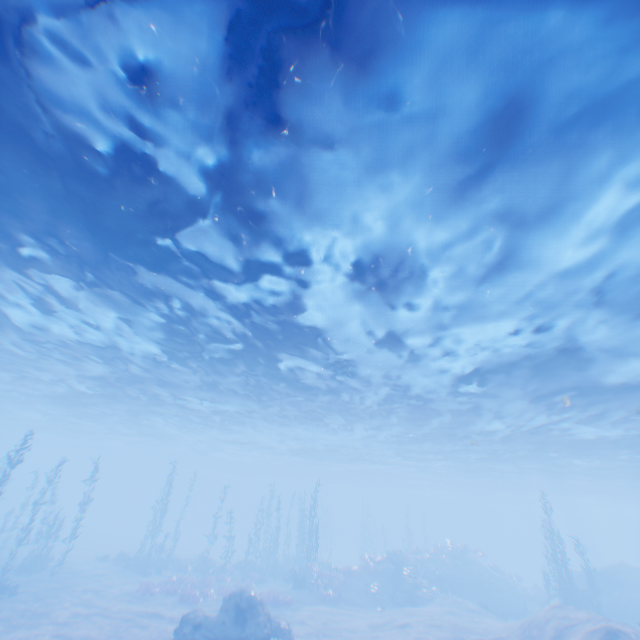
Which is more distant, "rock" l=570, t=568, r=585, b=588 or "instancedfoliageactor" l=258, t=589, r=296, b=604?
"rock" l=570, t=568, r=585, b=588

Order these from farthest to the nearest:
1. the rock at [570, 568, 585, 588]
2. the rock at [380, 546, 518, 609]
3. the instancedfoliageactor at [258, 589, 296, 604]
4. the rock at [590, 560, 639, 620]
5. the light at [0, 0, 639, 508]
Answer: the rock at [570, 568, 585, 588], the rock at [380, 546, 518, 609], the rock at [590, 560, 639, 620], the instancedfoliageactor at [258, 589, 296, 604], the light at [0, 0, 639, 508]

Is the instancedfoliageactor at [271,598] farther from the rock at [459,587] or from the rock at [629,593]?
the rock at [629,593]

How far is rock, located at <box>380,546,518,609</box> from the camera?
27.7 meters

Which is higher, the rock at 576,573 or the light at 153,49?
the light at 153,49

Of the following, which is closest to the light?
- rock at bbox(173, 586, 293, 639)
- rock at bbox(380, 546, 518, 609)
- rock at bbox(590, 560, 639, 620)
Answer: rock at bbox(590, 560, 639, 620)

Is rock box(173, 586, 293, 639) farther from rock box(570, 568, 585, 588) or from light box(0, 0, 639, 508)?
rock box(570, 568, 585, 588)

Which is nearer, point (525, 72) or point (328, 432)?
point (525, 72)
